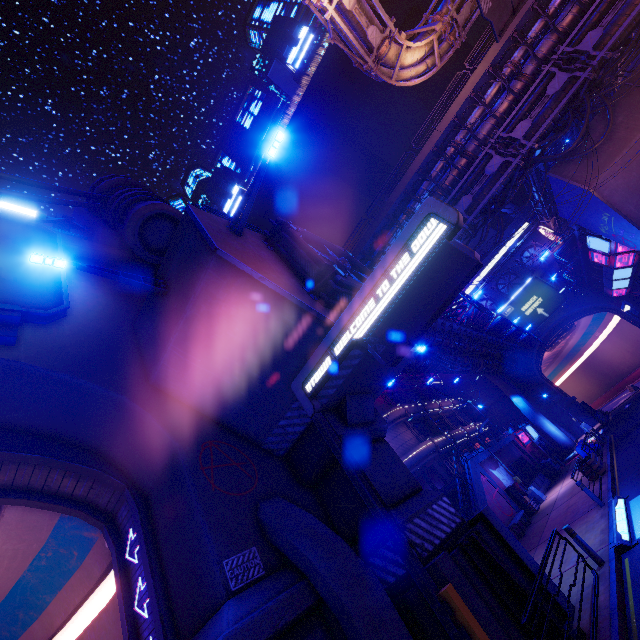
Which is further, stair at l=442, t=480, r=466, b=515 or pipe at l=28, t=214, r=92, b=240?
stair at l=442, t=480, r=466, b=515

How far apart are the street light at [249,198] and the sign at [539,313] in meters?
49.5 m

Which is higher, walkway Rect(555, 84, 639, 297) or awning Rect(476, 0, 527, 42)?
awning Rect(476, 0, 527, 42)

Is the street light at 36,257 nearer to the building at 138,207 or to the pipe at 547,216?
the building at 138,207

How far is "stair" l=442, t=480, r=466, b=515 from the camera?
21.22m

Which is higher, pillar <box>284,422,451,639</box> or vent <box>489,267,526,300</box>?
vent <box>489,267,526,300</box>

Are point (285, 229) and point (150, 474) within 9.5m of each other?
yes

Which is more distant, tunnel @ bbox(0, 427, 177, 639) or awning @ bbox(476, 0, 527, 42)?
awning @ bbox(476, 0, 527, 42)
